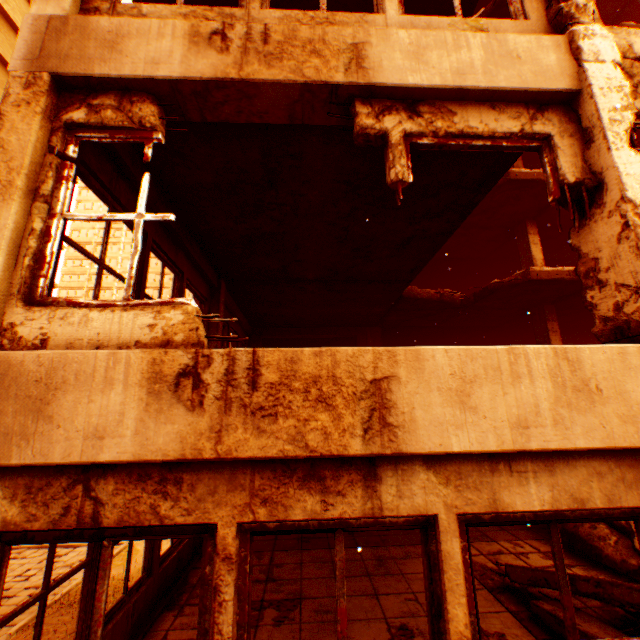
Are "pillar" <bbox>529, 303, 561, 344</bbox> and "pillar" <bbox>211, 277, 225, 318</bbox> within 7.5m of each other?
no

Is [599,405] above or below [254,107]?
below

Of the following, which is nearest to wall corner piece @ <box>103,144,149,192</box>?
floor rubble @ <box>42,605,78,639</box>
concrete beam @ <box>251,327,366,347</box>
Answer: concrete beam @ <box>251,327,366,347</box>

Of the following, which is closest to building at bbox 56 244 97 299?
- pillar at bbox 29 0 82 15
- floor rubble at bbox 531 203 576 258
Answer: pillar at bbox 29 0 82 15

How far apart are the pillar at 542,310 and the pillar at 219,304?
9.6 meters

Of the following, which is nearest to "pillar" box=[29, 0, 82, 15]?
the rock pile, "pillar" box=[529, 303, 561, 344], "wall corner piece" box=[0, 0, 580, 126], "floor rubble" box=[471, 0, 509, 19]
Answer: "wall corner piece" box=[0, 0, 580, 126]

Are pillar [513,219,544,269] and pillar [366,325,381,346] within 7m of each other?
yes

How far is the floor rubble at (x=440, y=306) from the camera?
9.3m
